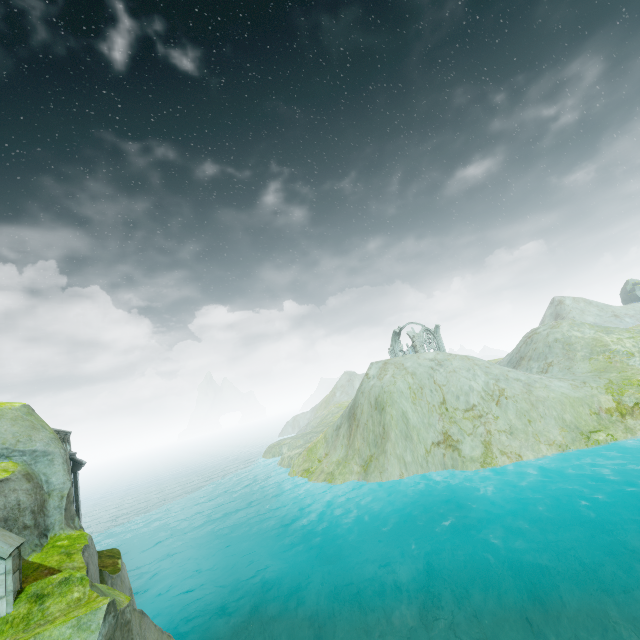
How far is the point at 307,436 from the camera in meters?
50.7

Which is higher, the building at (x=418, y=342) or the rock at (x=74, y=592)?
the building at (x=418, y=342)

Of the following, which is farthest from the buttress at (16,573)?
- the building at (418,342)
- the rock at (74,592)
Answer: the building at (418,342)

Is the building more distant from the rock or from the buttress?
the buttress

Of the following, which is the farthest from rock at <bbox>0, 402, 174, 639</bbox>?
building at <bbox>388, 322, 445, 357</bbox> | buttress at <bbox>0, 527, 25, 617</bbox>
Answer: building at <bbox>388, 322, 445, 357</bbox>

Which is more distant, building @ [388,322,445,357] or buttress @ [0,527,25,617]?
building @ [388,322,445,357]

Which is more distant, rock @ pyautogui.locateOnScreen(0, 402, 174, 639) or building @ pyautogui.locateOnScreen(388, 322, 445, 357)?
building @ pyautogui.locateOnScreen(388, 322, 445, 357)

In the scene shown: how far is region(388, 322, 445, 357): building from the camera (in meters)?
53.72
